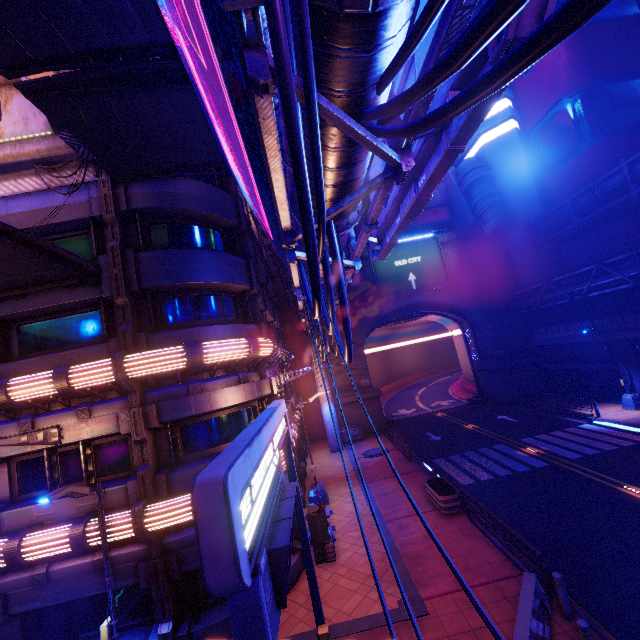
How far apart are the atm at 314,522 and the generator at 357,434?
15.76m

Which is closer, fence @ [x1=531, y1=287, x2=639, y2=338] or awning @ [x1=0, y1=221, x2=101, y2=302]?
awning @ [x1=0, y1=221, x2=101, y2=302]

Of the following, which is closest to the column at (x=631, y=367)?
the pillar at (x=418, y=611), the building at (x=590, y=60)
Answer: the building at (x=590, y=60)

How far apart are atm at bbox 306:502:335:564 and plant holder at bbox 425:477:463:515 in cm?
Answer: 504

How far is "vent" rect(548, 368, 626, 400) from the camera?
25.2m

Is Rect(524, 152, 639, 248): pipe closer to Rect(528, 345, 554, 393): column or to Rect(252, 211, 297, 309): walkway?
Rect(252, 211, 297, 309): walkway

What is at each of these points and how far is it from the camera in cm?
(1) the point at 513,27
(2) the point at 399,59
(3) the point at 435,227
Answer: (1) sign, 305
(2) cable, 305
(3) walkway, 3841

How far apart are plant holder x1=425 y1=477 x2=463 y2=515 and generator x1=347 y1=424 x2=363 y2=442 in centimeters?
1322cm
